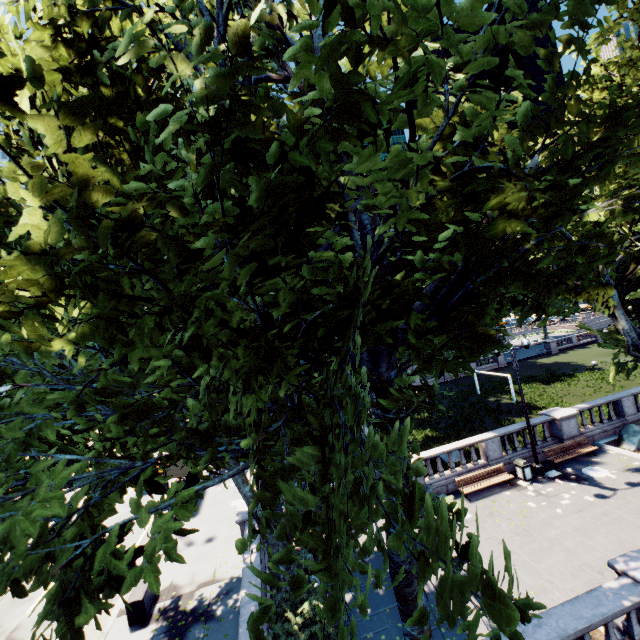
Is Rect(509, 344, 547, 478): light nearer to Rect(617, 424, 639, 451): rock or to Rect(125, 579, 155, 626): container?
Rect(617, 424, 639, 451): rock

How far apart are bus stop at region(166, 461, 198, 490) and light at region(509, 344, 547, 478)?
19.9 meters

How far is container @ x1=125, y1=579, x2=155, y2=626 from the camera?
12.34m

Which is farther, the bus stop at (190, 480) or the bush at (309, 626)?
the bus stop at (190, 480)

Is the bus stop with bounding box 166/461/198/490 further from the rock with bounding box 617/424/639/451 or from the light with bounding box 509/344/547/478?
the rock with bounding box 617/424/639/451

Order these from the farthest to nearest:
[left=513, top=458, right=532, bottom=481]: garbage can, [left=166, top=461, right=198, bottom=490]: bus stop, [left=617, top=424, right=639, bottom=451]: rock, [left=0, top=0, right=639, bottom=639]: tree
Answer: [left=166, top=461, right=198, bottom=490]: bus stop
[left=617, top=424, right=639, bottom=451]: rock
[left=513, top=458, right=532, bottom=481]: garbage can
[left=0, top=0, right=639, bottom=639]: tree

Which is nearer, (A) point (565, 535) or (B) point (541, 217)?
(B) point (541, 217)

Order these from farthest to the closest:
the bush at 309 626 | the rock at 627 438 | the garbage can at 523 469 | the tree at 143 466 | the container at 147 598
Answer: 1. the rock at 627 438
2. the garbage can at 523 469
3. the container at 147 598
4. the bush at 309 626
5. the tree at 143 466
